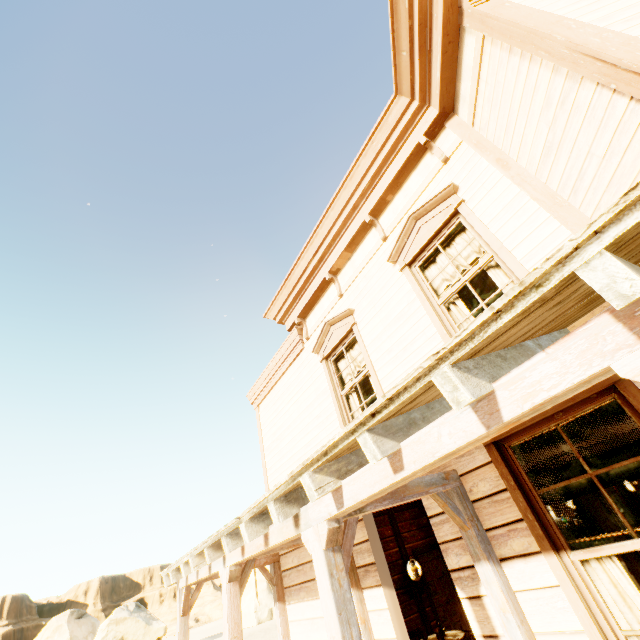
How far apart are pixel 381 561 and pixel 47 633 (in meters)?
42.83

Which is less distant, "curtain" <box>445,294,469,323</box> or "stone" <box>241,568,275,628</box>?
"curtain" <box>445,294,469,323</box>

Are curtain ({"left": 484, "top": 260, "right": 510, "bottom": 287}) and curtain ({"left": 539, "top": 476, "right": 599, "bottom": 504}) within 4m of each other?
yes

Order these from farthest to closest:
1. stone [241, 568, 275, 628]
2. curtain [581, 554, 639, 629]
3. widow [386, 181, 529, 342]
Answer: stone [241, 568, 275, 628] < widow [386, 181, 529, 342] < curtain [581, 554, 639, 629]

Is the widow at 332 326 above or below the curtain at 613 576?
above

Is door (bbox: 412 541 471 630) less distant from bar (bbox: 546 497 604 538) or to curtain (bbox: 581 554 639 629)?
bar (bbox: 546 497 604 538)

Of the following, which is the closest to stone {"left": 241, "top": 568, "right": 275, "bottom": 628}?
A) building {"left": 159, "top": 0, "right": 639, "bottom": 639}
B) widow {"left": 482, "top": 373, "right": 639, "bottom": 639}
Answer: building {"left": 159, "top": 0, "right": 639, "bottom": 639}

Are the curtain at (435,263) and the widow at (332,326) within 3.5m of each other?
yes
